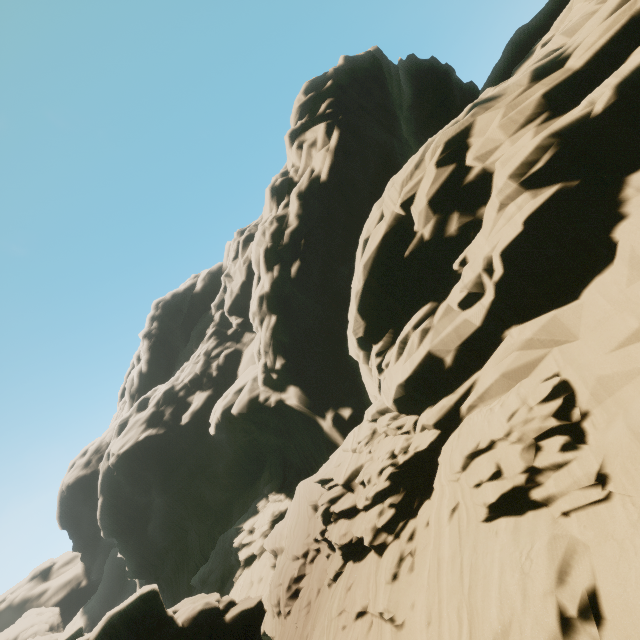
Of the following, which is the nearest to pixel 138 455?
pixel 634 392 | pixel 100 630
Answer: pixel 100 630
